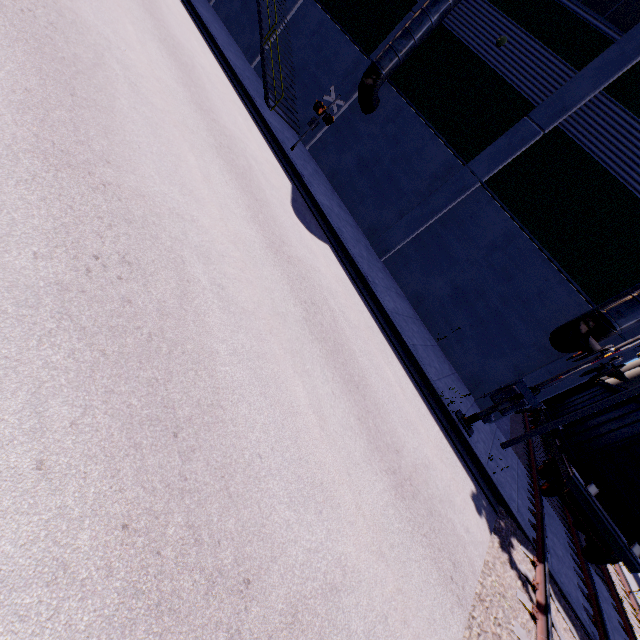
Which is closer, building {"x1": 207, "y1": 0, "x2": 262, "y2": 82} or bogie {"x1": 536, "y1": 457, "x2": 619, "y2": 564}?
bogie {"x1": 536, "y1": 457, "x2": 619, "y2": 564}

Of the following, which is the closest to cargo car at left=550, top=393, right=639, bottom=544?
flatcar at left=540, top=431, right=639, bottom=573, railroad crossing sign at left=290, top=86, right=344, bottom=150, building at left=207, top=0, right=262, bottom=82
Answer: flatcar at left=540, top=431, right=639, bottom=573

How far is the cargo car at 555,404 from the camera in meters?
15.8 m

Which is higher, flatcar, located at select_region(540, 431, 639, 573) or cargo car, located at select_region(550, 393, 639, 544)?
cargo car, located at select_region(550, 393, 639, 544)

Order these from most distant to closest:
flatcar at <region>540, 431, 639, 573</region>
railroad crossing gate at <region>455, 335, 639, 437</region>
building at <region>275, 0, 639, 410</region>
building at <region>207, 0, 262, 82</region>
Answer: building at <region>207, 0, 262, 82</region> < building at <region>275, 0, 639, 410</region> < flatcar at <region>540, 431, 639, 573</region> < railroad crossing gate at <region>455, 335, 639, 437</region>

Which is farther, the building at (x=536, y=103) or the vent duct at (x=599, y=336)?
the building at (x=536, y=103)

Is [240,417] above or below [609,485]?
below

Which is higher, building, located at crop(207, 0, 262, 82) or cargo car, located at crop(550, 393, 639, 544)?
cargo car, located at crop(550, 393, 639, 544)
